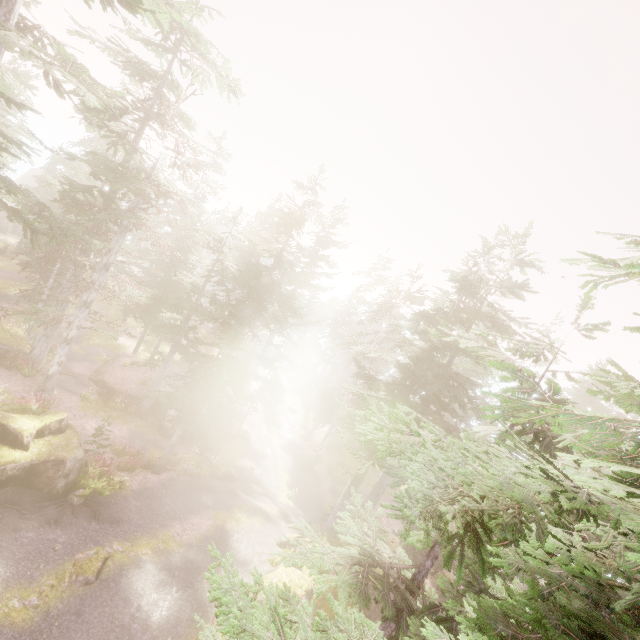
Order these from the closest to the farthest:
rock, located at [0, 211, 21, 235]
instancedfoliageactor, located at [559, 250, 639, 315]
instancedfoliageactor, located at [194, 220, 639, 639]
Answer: instancedfoliageactor, located at [559, 250, 639, 315] < instancedfoliageactor, located at [194, 220, 639, 639] < rock, located at [0, 211, 21, 235]

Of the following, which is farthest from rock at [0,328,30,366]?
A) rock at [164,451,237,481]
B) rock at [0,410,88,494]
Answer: rock at [164,451,237,481]

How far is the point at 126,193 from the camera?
20.6 meters

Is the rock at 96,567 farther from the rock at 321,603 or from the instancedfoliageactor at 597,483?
the rock at 321,603

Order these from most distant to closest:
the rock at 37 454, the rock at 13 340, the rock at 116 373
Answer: the rock at 116 373
the rock at 13 340
the rock at 37 454

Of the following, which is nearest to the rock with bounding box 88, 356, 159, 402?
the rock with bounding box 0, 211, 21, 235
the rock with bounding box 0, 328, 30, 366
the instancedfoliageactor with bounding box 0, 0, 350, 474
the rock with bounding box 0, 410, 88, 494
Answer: the instancedfoliageactor with bounding box 0, 0, 350, 474

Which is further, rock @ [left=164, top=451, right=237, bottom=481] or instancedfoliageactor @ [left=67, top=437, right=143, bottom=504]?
rock @ [left=164, top=451, right=237, bottom=481]

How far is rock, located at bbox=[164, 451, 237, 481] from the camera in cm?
1992
